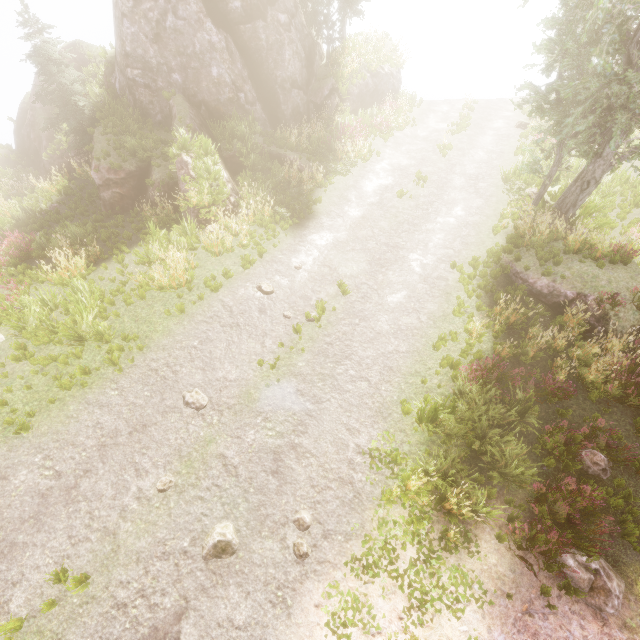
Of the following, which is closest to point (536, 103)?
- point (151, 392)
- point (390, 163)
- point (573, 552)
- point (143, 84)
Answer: point (390, 163)

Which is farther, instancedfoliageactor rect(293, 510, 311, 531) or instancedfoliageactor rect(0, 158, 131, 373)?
instancedfoliageactor rect(0, 158, 131, 373)

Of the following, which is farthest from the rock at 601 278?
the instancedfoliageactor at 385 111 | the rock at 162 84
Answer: the rock at 162 84

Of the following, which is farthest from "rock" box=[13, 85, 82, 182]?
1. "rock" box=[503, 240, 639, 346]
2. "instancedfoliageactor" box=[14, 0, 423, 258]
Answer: "rock" box=[503, 240, 639, 346]

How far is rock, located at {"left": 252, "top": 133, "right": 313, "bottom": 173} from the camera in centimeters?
1634cm

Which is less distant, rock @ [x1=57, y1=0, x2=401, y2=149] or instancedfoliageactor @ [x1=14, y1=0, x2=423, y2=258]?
instancedfoliageactor @ [x1=14, y1=0, x2=423, y2=258]
